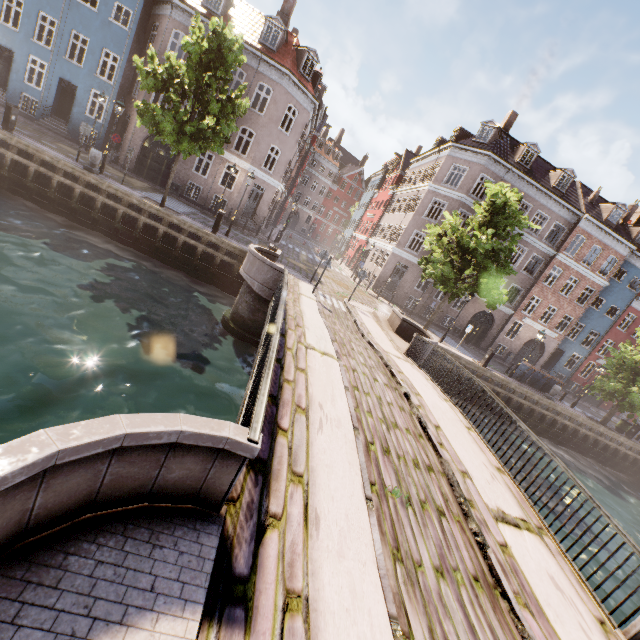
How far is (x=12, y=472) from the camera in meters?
1.8 m

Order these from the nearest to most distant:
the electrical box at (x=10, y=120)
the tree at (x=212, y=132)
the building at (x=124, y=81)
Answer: the tree at (x=212, y=132) < the electrical box at (x=10, y=120) < the building at (x=124, y=81)

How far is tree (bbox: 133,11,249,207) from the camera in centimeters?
1377cm

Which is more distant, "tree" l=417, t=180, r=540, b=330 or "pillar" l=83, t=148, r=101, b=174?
"tree" l=417, t=180, r=540, b=330

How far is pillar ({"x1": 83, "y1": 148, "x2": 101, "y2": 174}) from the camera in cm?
1565

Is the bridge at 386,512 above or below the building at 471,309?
below

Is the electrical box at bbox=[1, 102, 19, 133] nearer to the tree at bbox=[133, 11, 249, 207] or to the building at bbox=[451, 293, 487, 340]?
the tree at bbox=[133, 11, 249, 207]

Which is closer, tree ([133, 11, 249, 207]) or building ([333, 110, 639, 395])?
tree ([133, 11, 249, 207])
